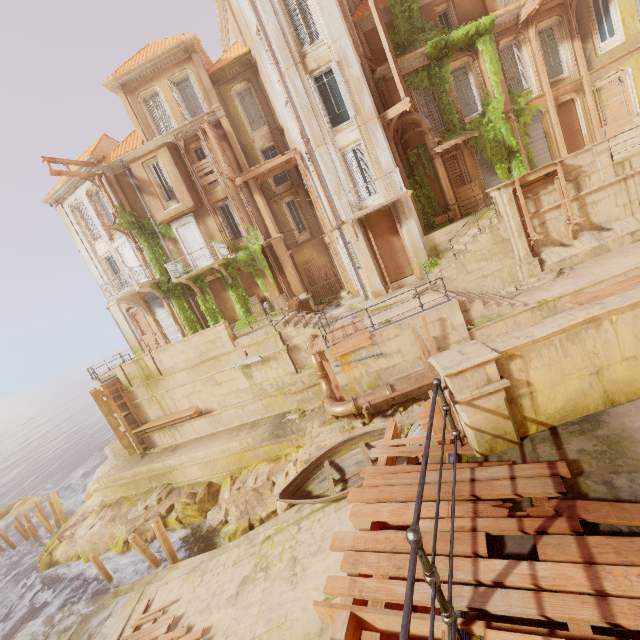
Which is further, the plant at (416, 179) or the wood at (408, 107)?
the plant at (416, 179)

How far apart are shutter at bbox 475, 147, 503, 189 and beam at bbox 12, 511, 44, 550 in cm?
3707

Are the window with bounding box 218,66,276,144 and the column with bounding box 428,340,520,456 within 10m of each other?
no

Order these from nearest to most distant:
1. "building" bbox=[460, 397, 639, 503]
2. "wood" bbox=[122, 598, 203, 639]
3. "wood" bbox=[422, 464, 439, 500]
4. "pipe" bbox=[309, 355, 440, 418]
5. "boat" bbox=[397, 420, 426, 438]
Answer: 1. "building" bbox=[460, 397, 639, 503]
2. "wood" bbox=[422, 464, 439, 500]
3. "wood" bbox=[122, 598, 203, 639]
4. "boat" bbox=[397, 420, 426, 438]
5. "pipe" bbox=[309, 355, 440, 418]

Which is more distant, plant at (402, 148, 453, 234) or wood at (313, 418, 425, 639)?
plant at (402, 148, 453, 234)

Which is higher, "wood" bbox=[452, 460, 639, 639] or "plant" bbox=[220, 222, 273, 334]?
"plant" bbox=[220, 222, 273, 334]

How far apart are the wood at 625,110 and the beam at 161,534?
30.7m

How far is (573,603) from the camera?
2.1m
